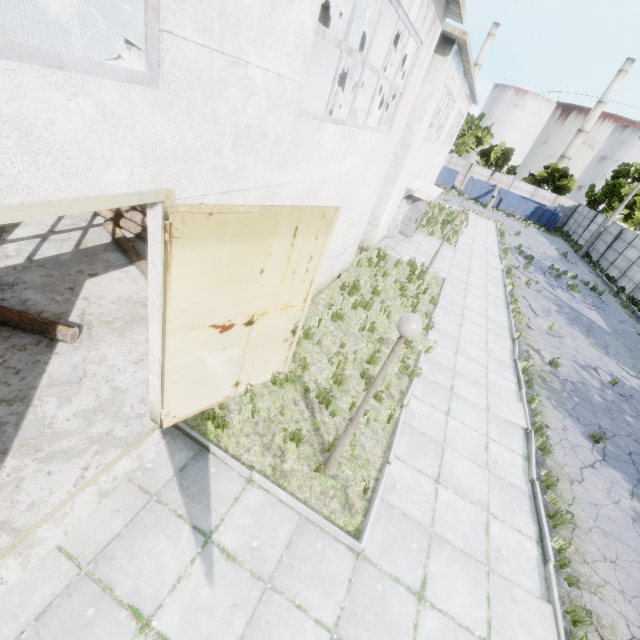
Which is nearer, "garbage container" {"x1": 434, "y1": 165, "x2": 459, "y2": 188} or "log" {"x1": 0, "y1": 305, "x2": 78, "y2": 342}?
"log" {"x1": 0, "y1": 305, "x2": 78, "y2": 342}

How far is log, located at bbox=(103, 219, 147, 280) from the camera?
8.4 meters

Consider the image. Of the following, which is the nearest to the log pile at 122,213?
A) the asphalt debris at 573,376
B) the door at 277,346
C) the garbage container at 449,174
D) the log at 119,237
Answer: the log at 119,237

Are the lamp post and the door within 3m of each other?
yes

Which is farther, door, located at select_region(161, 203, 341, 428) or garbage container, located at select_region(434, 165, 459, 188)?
garbage container, located at select_region(434, 165, 459, 188)

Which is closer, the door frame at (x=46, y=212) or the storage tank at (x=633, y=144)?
the door frame at (x=46, y=212)

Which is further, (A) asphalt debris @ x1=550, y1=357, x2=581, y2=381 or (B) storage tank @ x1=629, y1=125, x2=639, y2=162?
(B) storage tank @ x1=629, y1=125, x2=639, y2=162

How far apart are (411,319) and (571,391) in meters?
10.0
